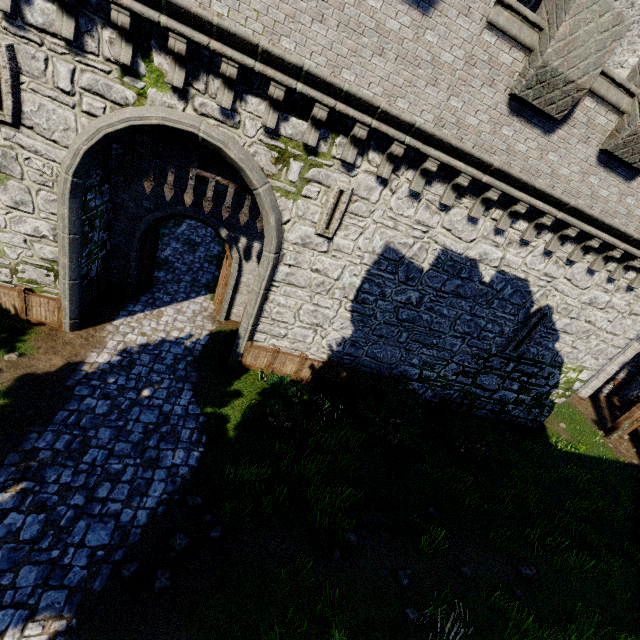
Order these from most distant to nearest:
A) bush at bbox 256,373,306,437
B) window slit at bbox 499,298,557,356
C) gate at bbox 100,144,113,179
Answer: window slit at bbox 499,298,557,356 → bush at bbox 256,373,306,437 → gate at bbox 100,144,113,179

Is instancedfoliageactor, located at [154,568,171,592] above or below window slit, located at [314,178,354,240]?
below

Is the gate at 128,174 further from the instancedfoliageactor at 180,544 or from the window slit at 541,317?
the window slit at 541,317

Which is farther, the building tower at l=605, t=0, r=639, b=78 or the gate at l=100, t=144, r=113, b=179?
the building tower at l=605, t=0, r=639, b=78

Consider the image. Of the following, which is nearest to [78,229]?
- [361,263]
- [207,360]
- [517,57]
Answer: [207,360]

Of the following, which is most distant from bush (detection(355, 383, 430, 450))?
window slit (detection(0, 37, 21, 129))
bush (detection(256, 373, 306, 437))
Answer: window slit (detection(0, 37, 21, 129))

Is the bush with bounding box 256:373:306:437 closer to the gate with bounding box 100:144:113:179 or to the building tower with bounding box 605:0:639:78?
the gate with bounding box 100:144:113:179

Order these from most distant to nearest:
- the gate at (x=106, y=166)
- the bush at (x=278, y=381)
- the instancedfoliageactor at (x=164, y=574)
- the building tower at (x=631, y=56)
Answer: the building tower at (x=631, y=56), the bush at (x=278, y=381), the gate at (x=106, y=166), the instancedfoliageactor at (x=164, y=574)
